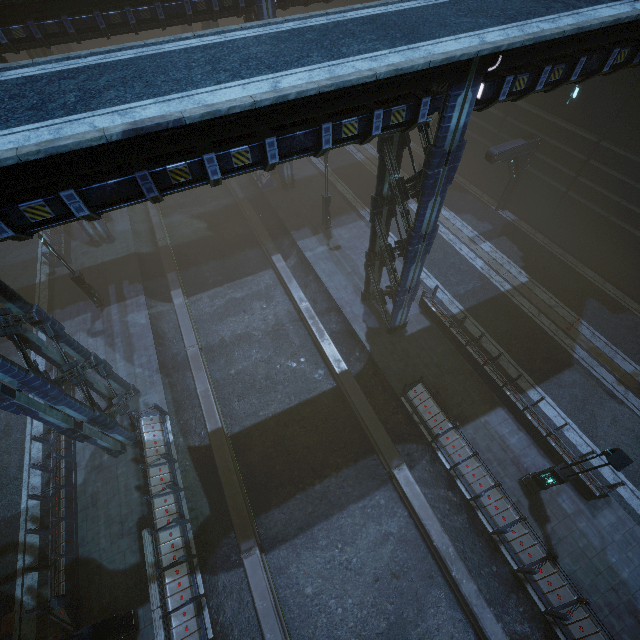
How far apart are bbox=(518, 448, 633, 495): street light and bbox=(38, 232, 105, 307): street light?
22.2 meters

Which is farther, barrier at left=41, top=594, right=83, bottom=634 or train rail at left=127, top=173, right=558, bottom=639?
train rail at left=127, top=173, right=558, bottom=639

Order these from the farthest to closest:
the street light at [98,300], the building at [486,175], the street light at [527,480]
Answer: the street light at [98,300] < the street light at [527,480] < the building at [486,175]

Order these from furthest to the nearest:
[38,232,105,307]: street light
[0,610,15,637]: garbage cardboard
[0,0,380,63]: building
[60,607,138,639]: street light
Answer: [38,232,105,307]: street light
[0,0,380,63]: building
[0,610,15,637]: garbage cardboard
[60,607,138,639]: street light

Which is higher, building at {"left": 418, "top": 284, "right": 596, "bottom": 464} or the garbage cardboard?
building at {"left": 418, "top": 284, "right": 596, "bottom": 464}

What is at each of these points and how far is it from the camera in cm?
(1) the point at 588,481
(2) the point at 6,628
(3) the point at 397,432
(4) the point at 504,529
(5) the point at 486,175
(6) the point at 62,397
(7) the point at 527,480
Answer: (1) building, 1205
(2) garbage cardboard, 1073
(3) train rail, 1487
(4) building, 1098
(5) building, 2344
(6) building, 984
(7) street light, 1230

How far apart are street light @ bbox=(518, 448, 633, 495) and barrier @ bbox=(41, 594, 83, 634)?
16.3m

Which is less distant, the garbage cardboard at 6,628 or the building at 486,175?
the building at 486,175
